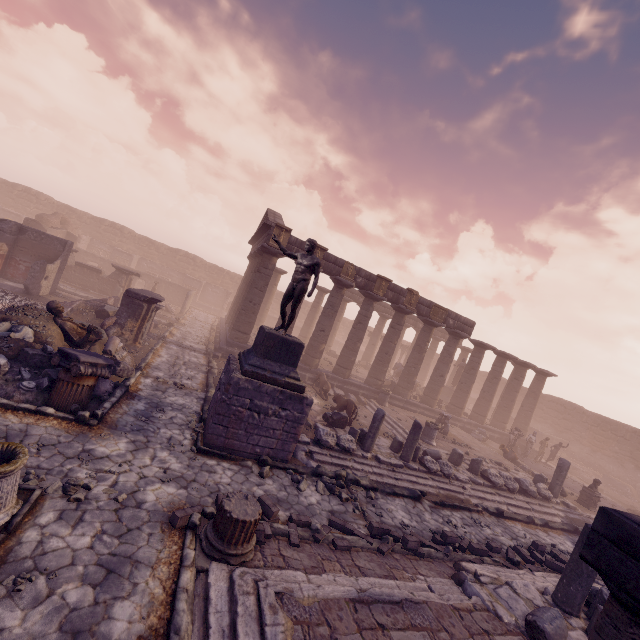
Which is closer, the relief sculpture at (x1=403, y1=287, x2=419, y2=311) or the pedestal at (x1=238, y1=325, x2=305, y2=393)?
the pedestal at (x1=238, y1=325, x2=305, y2=393)

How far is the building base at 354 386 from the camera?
18.34m

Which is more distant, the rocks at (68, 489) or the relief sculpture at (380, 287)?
the relief sculpture at (380, 287)

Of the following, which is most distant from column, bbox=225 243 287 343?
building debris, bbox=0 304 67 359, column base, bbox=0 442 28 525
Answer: column base, bbox=0 442 28 525

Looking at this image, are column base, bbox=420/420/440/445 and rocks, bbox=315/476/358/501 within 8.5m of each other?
yes

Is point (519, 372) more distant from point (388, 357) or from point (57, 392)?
point (57, 392)

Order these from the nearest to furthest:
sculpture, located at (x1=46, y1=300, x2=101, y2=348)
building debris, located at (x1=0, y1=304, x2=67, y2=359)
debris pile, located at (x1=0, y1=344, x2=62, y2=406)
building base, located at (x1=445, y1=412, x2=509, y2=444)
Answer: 1. debris pile, located at (x1=0, y1=344, x2=62, y2=406)
2. building debris, located at (x1=0, y1=304, x2=67, y2=359)
3. sculpture, located at (x1=46, y1=300, x2=101, y2=348)
4. building base, located at (x1=445, y1=412, x2=509, y2=444)

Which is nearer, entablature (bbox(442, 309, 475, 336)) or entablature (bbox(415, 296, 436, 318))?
entablature (bbox(415, 296, 436, 318))
